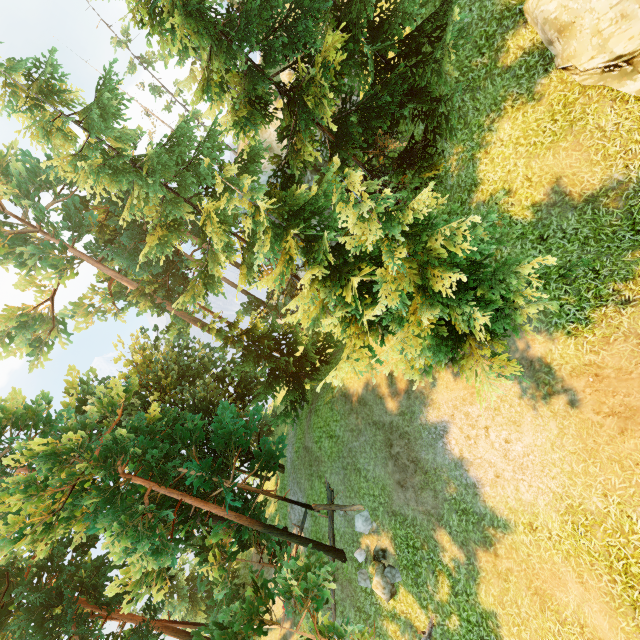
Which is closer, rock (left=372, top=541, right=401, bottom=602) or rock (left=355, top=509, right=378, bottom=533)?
rock (left=372, top=541, right=401, bottom=602)

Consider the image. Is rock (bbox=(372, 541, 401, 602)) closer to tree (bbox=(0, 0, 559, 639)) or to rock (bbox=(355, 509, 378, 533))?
rock (bbox=(355, 509, 378, 533))

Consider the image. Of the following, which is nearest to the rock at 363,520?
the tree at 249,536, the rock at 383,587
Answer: the rock at 383,587

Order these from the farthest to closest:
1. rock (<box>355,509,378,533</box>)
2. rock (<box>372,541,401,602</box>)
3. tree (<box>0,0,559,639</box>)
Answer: rock (<box>355,509,378,533</box>) → rock (<box>372,541,401,602</box>) → tree (<box>0,0,559,639</box>)

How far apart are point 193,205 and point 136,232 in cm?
1205

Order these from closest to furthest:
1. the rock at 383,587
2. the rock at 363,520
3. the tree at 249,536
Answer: the tree at 249,536 < the rock at 383,587 < the rock at 363,520

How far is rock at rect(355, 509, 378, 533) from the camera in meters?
14.2 m

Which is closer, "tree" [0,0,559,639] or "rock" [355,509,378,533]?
"tree" [0,0,559,639]
